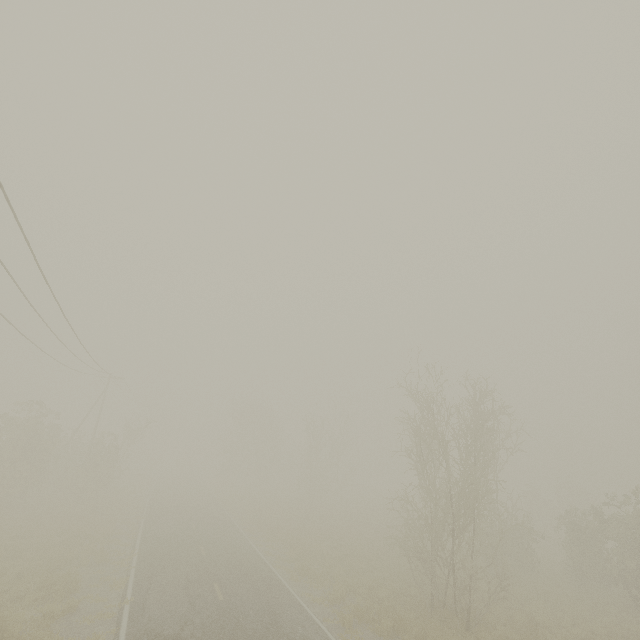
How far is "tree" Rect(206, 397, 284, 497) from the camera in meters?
50.7

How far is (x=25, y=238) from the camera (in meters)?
9.12

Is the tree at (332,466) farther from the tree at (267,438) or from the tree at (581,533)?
the tree at (267,438)

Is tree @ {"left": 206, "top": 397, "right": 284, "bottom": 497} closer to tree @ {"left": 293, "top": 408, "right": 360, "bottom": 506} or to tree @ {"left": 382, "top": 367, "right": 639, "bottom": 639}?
tree @ {"left": 293, "top": 408, "right": 360, "bottom": 506}

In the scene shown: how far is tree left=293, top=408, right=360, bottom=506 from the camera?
42.03m

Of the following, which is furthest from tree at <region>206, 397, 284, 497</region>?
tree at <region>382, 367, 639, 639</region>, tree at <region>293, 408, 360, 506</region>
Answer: tree at <region>382, 367, 639, 639</region>

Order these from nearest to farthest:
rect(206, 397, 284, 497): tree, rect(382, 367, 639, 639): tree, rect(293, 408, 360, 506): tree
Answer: rect(382, 367, 639, 639): tree, rect(293, 408, 360, 506): tree, rect(206, 397, 284, 497): tree
